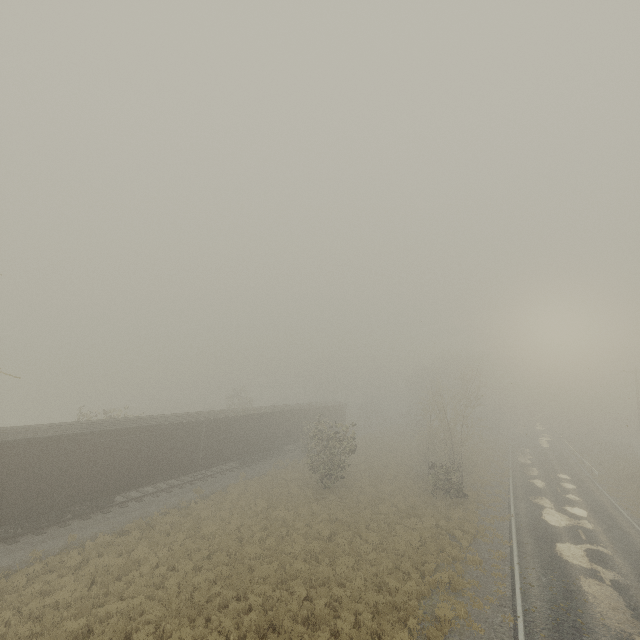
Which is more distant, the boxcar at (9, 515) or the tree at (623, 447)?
the tree at (623, 447)

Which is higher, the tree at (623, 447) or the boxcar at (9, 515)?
the boxcar at (9, 515)

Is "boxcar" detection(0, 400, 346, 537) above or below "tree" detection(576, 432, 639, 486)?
above

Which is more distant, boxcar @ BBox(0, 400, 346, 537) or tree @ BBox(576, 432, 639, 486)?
tree @ BBox(576, 432, 639, 486)

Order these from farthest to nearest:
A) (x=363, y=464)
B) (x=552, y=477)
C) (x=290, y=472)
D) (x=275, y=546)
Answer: (x=363, y=464) < (x=552, y=477) < (x=290, y=472) < (x=275, y=546)
